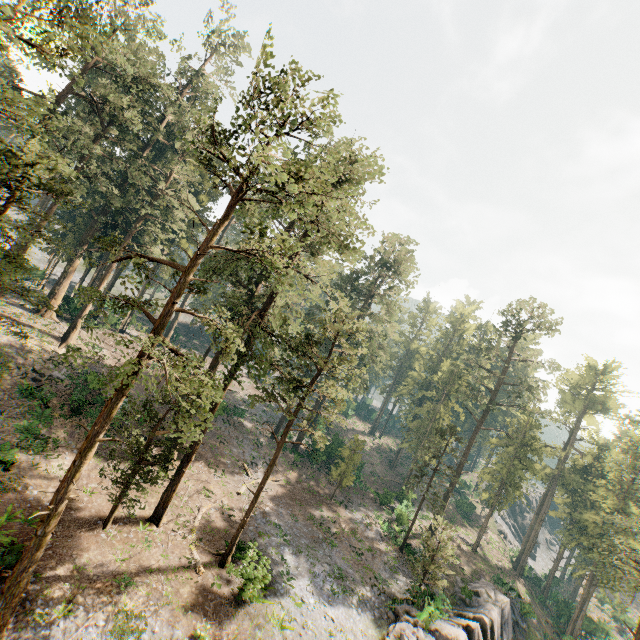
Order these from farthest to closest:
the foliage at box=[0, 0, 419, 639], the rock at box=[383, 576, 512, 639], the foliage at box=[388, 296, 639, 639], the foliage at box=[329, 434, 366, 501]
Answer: the foliage at box=[329, 434, 366, 501] → the foliage at box=[388, 296, 639, 639] → the rock at box=[383, 576, 512, 639] → the foliage at box=[0, 0, 419, 639]

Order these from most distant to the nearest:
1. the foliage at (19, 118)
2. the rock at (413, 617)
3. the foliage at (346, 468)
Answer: the foliage at (346, 468), the rock at (413, 617), the foliage at (19, 118)

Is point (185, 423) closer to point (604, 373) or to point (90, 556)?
point (90, 556)

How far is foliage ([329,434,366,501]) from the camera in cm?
3550

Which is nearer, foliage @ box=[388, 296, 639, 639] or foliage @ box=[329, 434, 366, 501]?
foliage @ box=[388, 296, 639, 639]

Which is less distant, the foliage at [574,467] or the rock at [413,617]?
the rock at [413,617]

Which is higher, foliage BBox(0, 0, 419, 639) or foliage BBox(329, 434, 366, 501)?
foliage BBox(0, 0, 419, 639)
